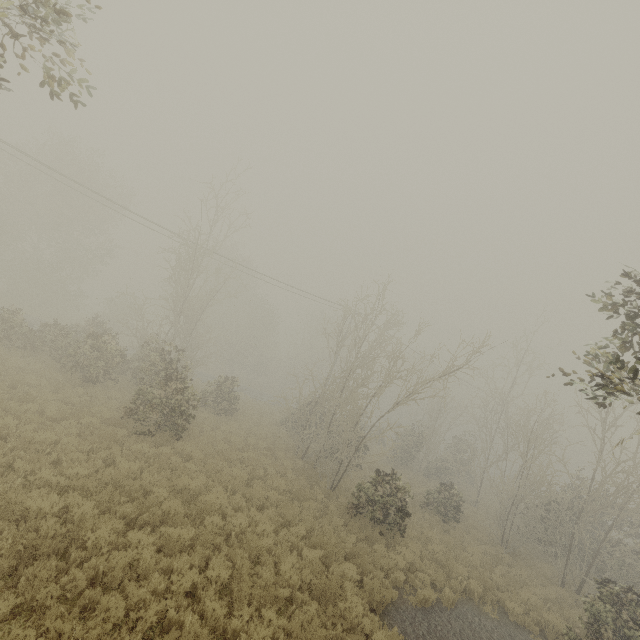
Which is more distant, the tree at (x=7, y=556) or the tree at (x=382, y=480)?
the tree at (x=382, y=480)

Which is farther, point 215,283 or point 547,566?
point 215,283

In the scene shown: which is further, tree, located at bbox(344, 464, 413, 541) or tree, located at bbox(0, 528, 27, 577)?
tree, located at bbox(344, 464, 413, 541)

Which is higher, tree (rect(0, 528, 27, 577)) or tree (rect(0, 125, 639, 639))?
tree (rect(0, 125, 639, 639))

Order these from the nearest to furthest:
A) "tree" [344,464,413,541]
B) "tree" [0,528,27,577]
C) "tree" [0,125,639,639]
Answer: "tree" [0,528,27,577] < "tree" [344,464,413,541] < "tree" [0,125,639,639]
